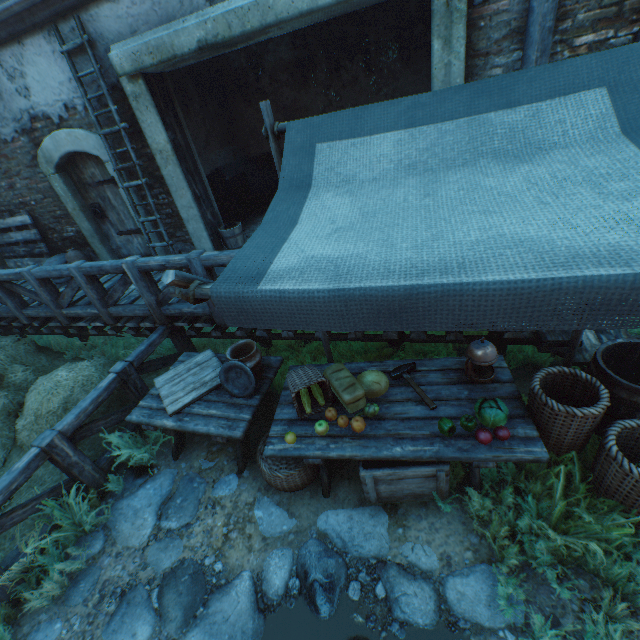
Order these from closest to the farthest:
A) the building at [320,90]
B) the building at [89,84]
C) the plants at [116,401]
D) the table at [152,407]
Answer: the table at [152,407]
the building at [320,90]
the plants at [116,401]
the building at [89,84]

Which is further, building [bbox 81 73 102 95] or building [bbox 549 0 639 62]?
building [bbox 81 73 102 95]

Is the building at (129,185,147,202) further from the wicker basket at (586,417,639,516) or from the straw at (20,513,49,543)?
the wicker basket at (586,417,639,516)

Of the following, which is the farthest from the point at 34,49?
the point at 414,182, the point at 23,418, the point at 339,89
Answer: the point at 414,182

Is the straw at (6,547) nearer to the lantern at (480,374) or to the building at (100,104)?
the building at (100,104)

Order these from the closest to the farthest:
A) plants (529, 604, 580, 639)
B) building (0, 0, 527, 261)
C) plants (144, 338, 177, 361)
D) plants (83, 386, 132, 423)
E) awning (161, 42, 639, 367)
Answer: awning (161, 42, 639, 367) → plants (529, 604, 580, 639) → building (0, 0, 527, 261) → plants (83, 386, 132, 423) → plants (144, 338, 177, 361)

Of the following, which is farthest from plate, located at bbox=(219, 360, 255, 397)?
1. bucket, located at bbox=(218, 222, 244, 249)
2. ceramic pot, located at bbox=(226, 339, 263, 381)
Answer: bucket, located at bbox=(218, 222, 244, 249)

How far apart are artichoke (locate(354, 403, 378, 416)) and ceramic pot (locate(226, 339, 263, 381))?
1.21m
